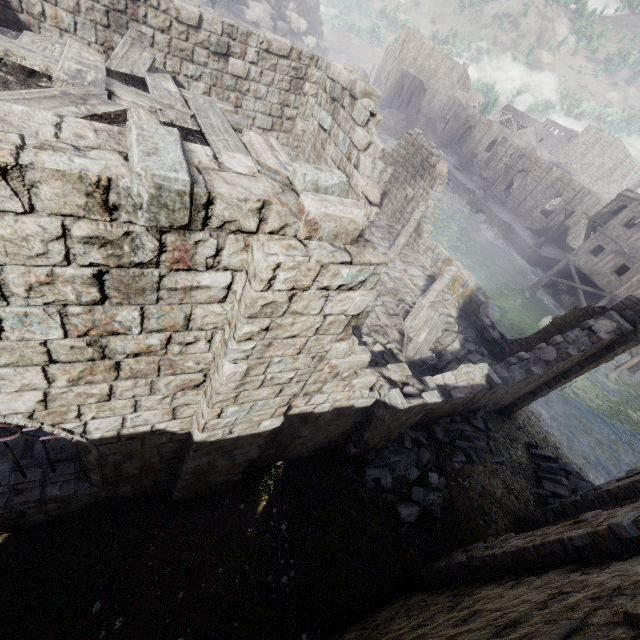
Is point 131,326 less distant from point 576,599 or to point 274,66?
point 576,599

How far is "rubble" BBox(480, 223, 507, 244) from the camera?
38.2m

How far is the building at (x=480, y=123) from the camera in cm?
5847

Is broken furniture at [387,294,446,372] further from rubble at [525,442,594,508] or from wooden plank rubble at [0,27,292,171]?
wooden plank rubble at [0,27,292,171]

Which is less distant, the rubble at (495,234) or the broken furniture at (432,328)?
the broken furniture at (432,328)

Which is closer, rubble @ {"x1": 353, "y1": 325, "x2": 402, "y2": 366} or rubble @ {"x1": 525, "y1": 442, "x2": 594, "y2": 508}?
rubble @ {"x1": 353, "y1": 325, "x2": 402, "y2": 366}

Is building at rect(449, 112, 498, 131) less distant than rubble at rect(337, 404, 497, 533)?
No

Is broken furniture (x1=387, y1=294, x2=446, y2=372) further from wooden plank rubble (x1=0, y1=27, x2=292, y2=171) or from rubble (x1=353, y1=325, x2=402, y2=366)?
wooden plank rubble (x1=0, y1=27, x2=292, y2=171)
